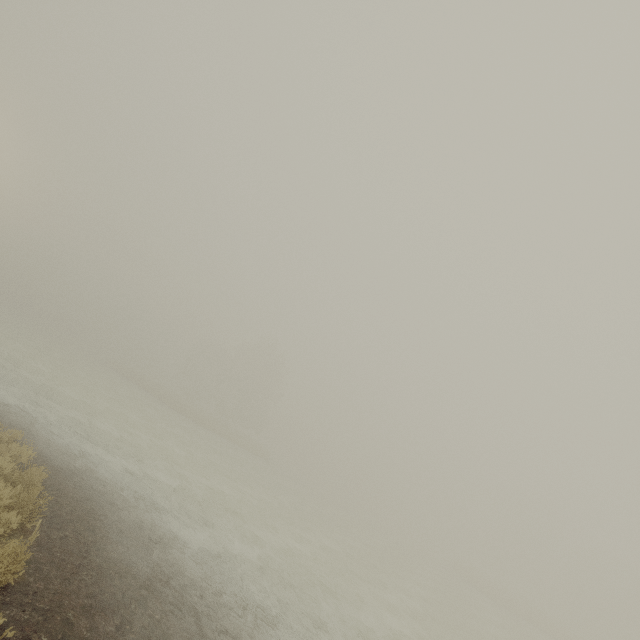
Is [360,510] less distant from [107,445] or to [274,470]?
[274,470]
